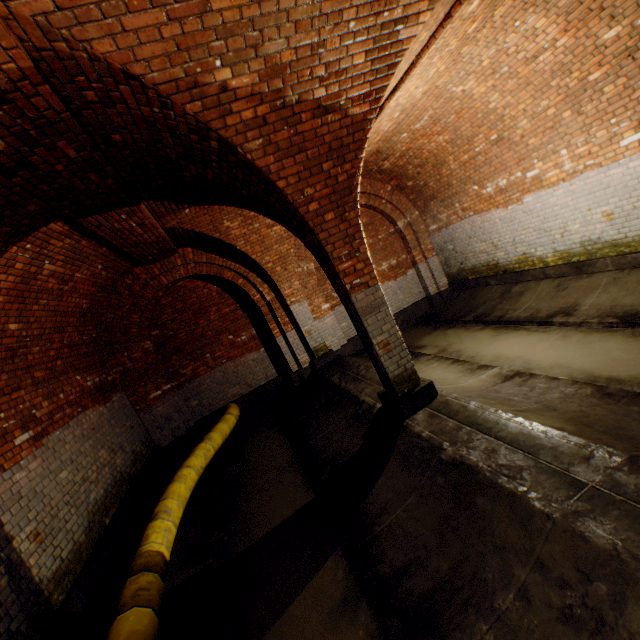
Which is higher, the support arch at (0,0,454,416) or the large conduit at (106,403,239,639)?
the support arch at (0,0,454,416)

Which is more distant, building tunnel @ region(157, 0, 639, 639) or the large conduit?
the large conduit

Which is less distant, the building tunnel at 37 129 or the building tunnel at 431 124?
the building tunnel at 431 124

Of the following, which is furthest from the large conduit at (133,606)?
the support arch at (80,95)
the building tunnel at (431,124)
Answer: the support arch at (80,95)

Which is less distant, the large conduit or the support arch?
the support arch

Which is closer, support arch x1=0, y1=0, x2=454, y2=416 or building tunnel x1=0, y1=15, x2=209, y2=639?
support arch x1=0, y1=0, x2=454, y2=416

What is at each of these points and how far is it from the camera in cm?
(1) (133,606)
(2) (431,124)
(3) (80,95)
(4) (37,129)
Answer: (1) large conduit, 300
(2) building tunnel, 673
(3) support arch, 254
(4) building tunnel, 254

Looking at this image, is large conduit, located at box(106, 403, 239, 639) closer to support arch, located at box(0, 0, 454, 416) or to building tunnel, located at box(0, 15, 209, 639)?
building tunnel, located at box(0, 15, 209, 639)
